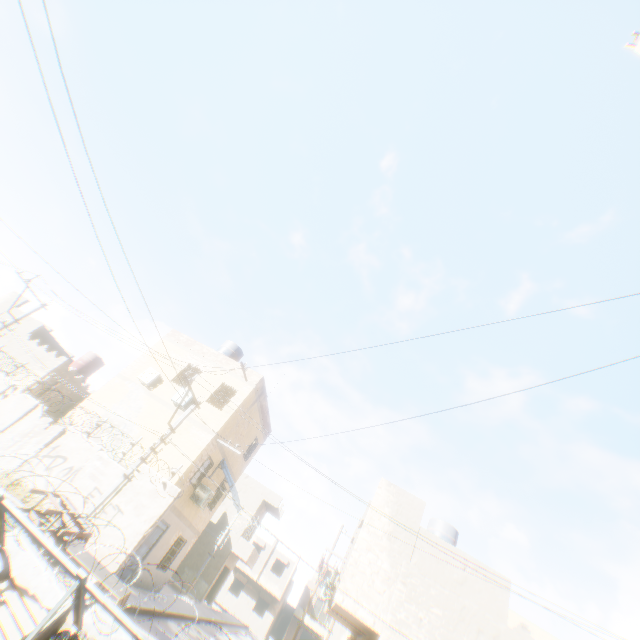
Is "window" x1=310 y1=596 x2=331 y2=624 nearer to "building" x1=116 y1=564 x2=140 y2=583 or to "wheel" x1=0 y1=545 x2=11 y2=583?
"building" x1=116 y1=564 x2=140 y2=583

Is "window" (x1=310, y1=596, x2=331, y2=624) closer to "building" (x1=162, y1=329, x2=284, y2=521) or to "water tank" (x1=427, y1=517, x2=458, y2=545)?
"building" (x1=162, y1=329, x2=284, y2=521)

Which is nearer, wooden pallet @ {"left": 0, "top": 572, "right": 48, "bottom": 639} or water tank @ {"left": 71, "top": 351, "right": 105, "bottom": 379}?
wooden pallet @ {"left": 0, "top": 572, "right": 48, "bottom": 639}

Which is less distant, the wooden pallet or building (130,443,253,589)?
the wooden pallet

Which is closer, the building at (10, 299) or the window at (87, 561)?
the window at (87, 561)

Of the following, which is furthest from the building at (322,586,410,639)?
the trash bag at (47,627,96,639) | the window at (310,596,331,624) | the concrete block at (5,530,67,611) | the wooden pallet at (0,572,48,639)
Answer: the trash bag at (47,627,96,639)

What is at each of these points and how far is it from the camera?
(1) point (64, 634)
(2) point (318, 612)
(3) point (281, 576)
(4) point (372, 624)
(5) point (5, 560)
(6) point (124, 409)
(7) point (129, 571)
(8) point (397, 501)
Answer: (1) trash bag, 4.69m
(2) window, 40.94m
(3) building, 40.00m
(4) building, 11.48m
(5) wheel, 5.29m
(6) building, 16.30m
(7) building, 13.53m
(8) building, 14.32m

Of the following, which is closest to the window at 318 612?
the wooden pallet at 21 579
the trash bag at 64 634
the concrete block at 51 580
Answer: the concrete block at 51 580
